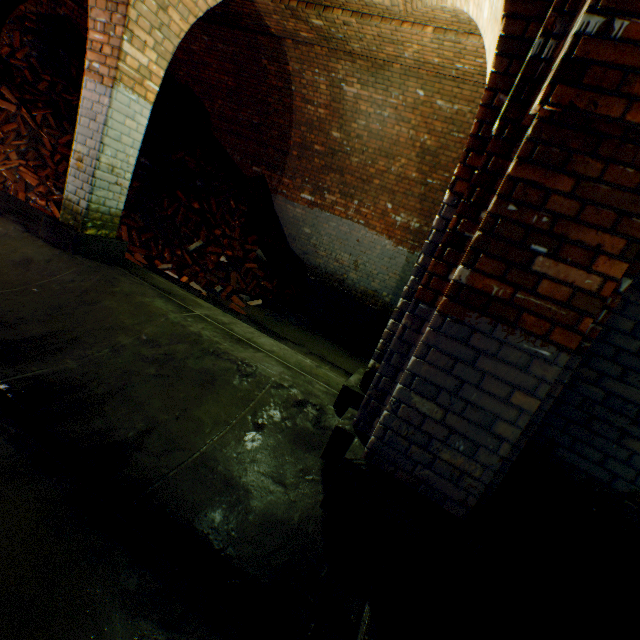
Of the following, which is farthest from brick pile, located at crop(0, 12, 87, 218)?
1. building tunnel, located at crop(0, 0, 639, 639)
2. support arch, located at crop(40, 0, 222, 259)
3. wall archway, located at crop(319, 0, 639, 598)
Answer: wall archway, located at crop(319, 0, 639, 598)

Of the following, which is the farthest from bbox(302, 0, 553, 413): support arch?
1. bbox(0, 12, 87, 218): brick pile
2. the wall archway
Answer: bbox(0, 12, 87, 218): brick pile

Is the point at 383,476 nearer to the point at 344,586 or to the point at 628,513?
the point at 344,586

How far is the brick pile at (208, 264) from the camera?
6.24m

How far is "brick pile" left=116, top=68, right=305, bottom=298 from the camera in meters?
6.2 m

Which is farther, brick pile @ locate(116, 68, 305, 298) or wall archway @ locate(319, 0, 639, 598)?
brick pile @ locate(116, 68, 305, 298)

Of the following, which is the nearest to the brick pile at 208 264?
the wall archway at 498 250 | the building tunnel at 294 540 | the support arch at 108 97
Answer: the building tunnel at 294 540
